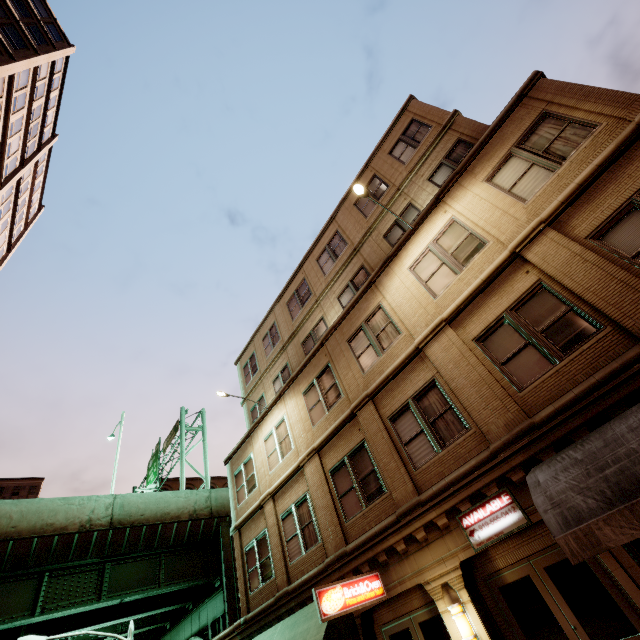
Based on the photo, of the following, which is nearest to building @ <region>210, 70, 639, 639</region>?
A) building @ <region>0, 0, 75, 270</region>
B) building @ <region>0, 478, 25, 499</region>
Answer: building @ <region>0, 0, 75, 270</region>

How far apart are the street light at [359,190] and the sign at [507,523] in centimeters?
804cm

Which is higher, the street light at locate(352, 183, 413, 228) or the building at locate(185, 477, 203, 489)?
the building at locate(185, 477, 203, 489)

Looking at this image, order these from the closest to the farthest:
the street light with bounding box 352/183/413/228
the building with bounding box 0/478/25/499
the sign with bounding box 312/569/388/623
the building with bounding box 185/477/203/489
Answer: the sign with bounding box 312/569/388/623
the street light with bounding box 352/183/413/228
the building with bounding box 185/477/203/489
the building with bounding box 0/478/25/499

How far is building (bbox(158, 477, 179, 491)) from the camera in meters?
45.1 m

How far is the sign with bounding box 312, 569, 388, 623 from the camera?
7.6m

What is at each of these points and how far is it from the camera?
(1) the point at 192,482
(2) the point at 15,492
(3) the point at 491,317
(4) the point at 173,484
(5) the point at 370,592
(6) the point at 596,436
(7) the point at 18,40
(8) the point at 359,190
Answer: (1) building, 47.9m
(2) building, 59.8m
(3) building, 8.5m
(4) building, 46.2m
(5) sign, 8.5m
(6) awning, 5.5m
(7) building, 16.8m
(8) street light, 10.2m

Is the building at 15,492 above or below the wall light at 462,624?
above
